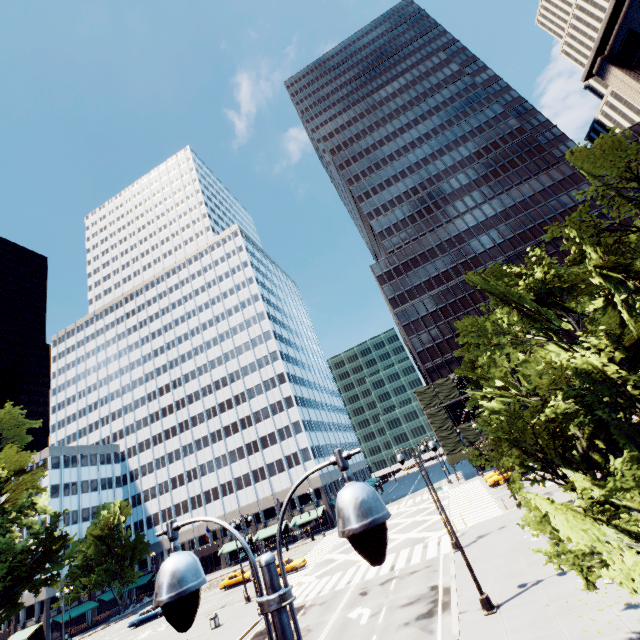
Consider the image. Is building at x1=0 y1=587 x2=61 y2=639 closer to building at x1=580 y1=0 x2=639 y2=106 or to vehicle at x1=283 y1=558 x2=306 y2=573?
vehicle at x1=283 y1=558 x2=306 y2=573

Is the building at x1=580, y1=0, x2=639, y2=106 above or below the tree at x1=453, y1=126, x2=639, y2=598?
above

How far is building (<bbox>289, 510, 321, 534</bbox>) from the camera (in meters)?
57.62

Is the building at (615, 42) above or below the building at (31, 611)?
above

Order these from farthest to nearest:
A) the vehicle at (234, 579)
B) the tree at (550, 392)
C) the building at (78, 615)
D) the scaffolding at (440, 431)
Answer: the building at (78, 615), the scaffolding at (440, 431), the vehicle at (234, 579), the tree at (550, 392)

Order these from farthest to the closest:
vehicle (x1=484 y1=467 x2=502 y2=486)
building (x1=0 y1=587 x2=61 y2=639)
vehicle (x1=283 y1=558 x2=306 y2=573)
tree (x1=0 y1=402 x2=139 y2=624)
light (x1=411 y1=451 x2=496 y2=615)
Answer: building (x1=0 y1=587 x2=61 y2=639) → vehicle (x1=484 y1=467 x2=502 y2=486) → vehicle (x1=283 y1=558 x2=306 y2=573) → tree (x1=0 y1=402 x2=139 y2=624) → light (x1=411 y1=451 x2=496 y2=615)

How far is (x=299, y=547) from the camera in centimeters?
5253cm

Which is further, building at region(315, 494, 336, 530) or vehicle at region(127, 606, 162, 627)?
building at region(315, 494, 336, 530)
